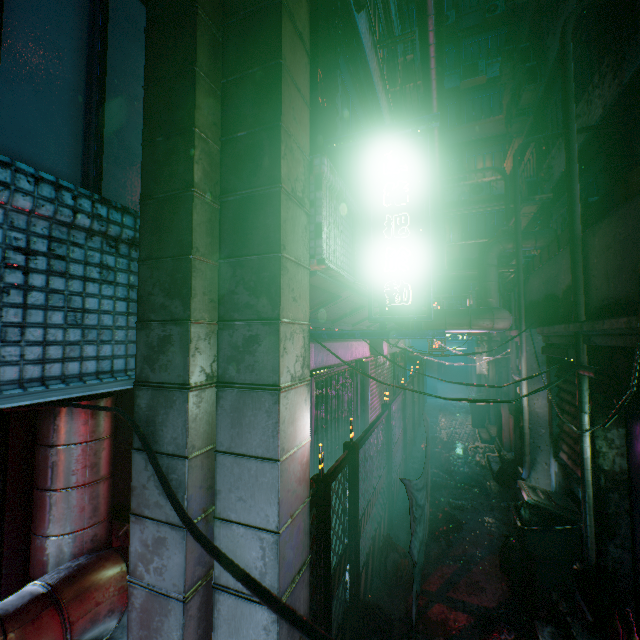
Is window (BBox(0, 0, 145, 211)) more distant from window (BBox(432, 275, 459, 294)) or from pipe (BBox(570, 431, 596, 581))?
window (BBox(432, 275, 459, 294))

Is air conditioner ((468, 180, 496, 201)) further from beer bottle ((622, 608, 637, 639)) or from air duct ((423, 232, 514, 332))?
beer bottle ((622, 608, 637, 639))

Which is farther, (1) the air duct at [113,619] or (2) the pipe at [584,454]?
(2) the pipe at [584,454]

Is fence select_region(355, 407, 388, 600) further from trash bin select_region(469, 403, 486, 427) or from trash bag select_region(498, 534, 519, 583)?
trash bin select_region(469, 403, 486, 427)

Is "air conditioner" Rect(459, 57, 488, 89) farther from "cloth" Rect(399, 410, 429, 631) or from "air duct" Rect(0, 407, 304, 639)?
"cloth" Rect(399, 410, 429, 631)

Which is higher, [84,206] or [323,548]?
[84,206]

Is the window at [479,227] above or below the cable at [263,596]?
above

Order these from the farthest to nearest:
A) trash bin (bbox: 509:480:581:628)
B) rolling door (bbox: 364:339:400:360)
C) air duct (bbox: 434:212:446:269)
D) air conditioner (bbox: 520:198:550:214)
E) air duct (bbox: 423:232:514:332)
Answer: air duct (bbox: 434:212:446:269)
air conditioner (bbox: 520:198:550:214)
rolling door (bbox: 364:339:400:360)
air duct (bbox: 423:232:514:332)
trash bin (bbox: 509:480:581:628)
